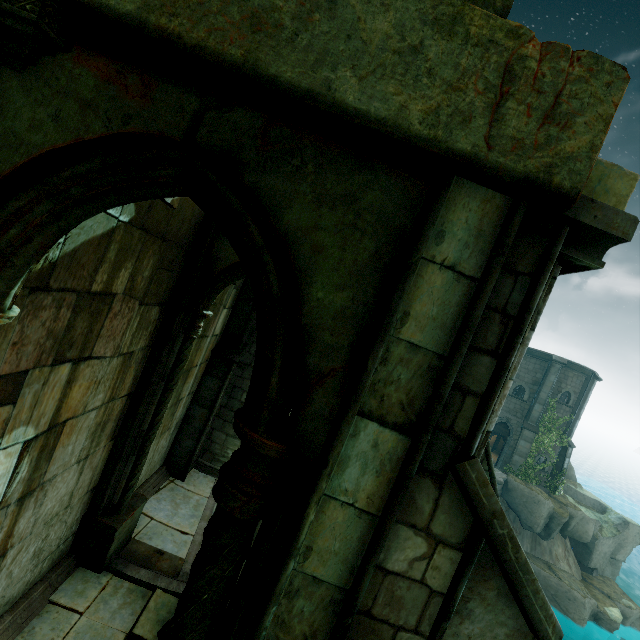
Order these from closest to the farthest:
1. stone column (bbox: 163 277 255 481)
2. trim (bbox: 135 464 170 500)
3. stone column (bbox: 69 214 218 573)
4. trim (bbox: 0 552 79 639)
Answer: trim (bbox: 0 552 79 639) → stone column (bbox: 69 214 218 573) → trim (bbox: 135 464 170 500) → stone column (bbox: 163 277 255 481)

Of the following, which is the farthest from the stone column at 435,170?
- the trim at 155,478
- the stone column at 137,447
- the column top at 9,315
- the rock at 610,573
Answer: the rock at 610,573

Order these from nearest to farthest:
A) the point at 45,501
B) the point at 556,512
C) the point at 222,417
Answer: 1. the point at 45,501
2. the point at 222,417
3. the point at 556,512

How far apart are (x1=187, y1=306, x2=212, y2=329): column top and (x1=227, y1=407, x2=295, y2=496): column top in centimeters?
406cm

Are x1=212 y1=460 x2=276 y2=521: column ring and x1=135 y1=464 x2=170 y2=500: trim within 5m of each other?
no

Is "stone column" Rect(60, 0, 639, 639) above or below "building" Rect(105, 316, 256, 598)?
above

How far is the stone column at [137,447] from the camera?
5.8m

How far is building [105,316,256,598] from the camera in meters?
6.1
